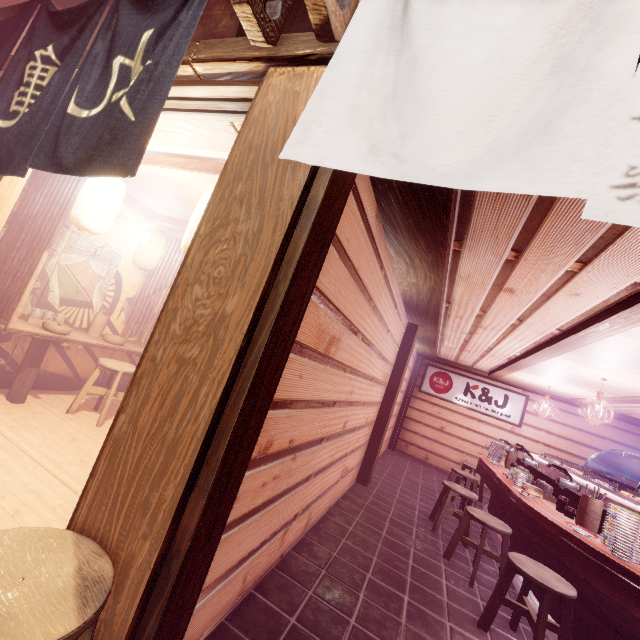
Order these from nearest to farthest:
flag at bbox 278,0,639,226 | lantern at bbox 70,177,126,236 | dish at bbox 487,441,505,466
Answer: flag at bbox 278,0,639,226 < lantern at bbox 70,177,126,236 < dish at bbox 487,441,505,466

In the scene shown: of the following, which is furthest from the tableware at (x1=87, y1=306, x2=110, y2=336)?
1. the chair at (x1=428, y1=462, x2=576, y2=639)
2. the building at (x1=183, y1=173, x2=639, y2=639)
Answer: the chair at (x1=428, y1=462, x2=576, y2=639)

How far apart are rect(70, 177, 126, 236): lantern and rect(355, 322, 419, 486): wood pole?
8.11m

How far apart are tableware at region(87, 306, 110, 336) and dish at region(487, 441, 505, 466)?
12.8 meters

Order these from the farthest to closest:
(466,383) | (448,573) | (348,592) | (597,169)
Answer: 1. (466,383)
2. (448,573)
3. (348,592)
4. (597,169)

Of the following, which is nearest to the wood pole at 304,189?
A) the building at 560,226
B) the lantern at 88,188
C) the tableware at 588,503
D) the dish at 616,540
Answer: the building at 560,226

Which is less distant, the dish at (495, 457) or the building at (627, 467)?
the dish at (495, 457)

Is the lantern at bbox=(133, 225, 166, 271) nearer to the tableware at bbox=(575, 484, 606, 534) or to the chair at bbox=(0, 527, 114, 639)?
the chair at bbox=(0, 527, 114, 639)
